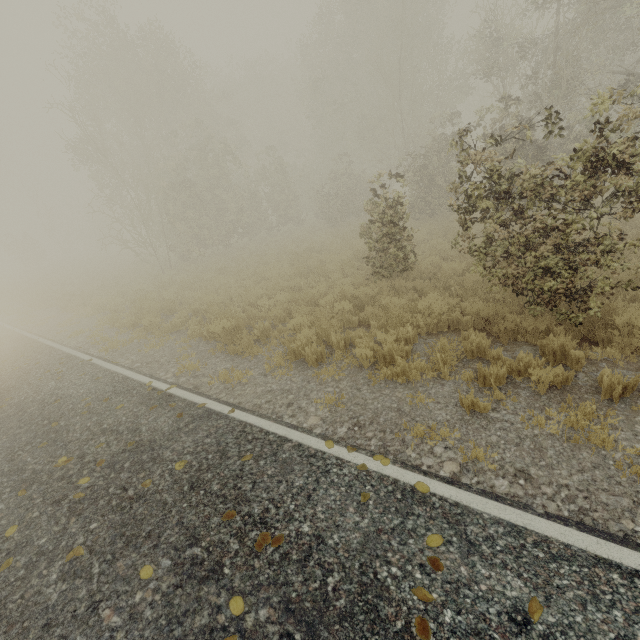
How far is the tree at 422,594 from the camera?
2.4m

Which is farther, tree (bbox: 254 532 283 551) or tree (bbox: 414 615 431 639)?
tree (bbox: 254 532 283 551)

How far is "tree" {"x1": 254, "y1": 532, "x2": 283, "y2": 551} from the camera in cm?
302

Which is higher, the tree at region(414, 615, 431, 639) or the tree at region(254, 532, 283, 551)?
the tree at region(254, 532, 283, 551)

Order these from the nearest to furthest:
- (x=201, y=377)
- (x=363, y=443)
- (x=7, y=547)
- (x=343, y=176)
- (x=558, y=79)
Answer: (x=7, y=547) → (x=363, y=443) → (x=201, y=377) → (x=558, y=79) → (x=343, y=176)

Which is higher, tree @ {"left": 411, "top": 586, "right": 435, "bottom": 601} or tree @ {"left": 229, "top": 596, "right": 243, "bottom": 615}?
tree @ {"left": 229, "top": 596, "right": 243, "bottom": 615}
